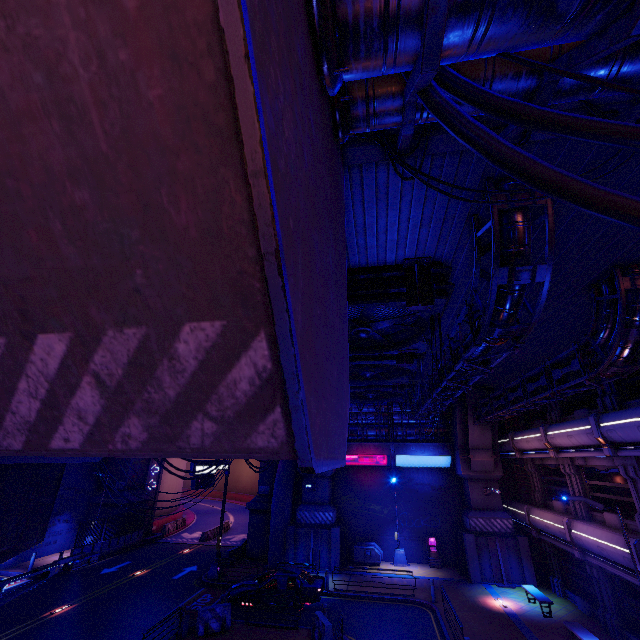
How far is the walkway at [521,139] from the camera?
4.1 meters

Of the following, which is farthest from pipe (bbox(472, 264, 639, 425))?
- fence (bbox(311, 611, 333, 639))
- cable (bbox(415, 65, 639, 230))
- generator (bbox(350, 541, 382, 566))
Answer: fence (bbox(311, 611, 333, 639))

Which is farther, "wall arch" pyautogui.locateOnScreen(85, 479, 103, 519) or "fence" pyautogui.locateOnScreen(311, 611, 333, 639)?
"wall arch" pyautogui.locateOnScreen(85, 479, 103, 519)

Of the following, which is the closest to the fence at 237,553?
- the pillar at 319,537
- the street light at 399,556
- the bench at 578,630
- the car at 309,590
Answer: the pillar at 319,537

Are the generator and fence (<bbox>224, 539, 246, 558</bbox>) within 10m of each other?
yes

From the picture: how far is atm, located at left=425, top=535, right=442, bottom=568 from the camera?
24.14m

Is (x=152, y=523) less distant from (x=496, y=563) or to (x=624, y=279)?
(x=496, y=563)

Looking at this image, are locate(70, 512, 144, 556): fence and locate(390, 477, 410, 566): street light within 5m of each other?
no
